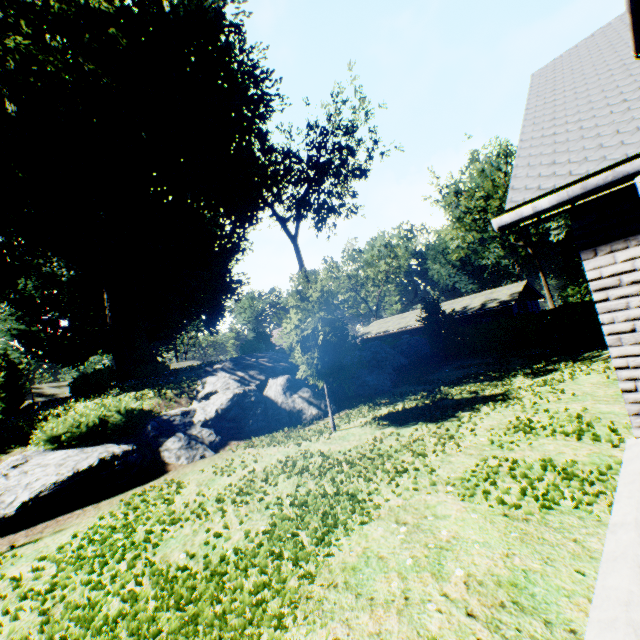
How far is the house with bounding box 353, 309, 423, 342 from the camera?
39.8m

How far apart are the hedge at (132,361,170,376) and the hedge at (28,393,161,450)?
12.8m

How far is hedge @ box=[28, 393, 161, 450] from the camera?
9.1 meters

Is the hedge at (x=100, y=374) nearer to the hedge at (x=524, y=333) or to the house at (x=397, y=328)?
the hedge at (x=524, y=333)

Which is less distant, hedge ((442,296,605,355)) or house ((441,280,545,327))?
hedge ((442,296,605,355))

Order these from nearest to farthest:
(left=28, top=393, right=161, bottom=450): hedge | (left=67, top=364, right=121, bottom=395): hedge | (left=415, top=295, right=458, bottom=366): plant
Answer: (left=28, top=393, right=161, bottom=450): hedge < (left=67, top=364, right=121, bottom=395): hedge < (left=415, top=295, right=458, bottom=366): plant

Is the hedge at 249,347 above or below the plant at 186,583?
above

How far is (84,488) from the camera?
7.80m
